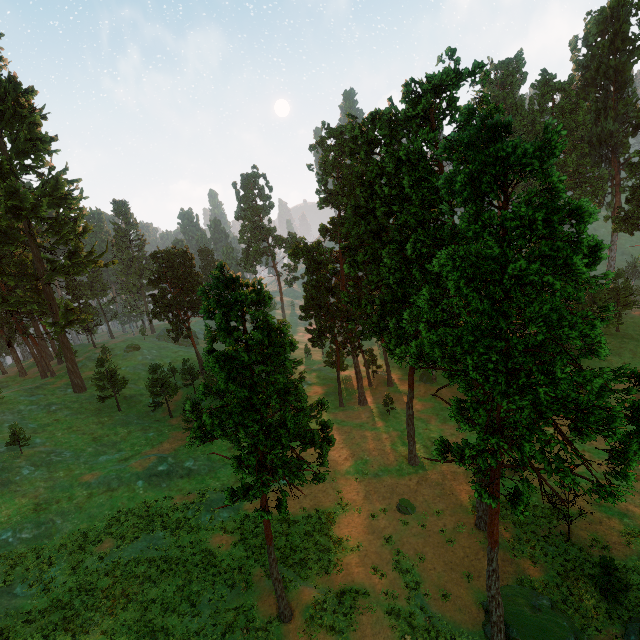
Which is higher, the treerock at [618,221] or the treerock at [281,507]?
the treerock at [618,221]

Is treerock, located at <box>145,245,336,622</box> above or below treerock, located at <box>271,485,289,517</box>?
above

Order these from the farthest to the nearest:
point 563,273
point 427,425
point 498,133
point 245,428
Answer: point 427,425 < point 563,273 < point 245,428 < point 498,133

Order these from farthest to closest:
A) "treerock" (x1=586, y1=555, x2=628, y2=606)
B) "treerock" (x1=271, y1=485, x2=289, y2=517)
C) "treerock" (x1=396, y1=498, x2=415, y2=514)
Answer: "treerock" (x1=396, y1=498, x2=415, y2=514) → "treerock" (x1=586, y1=555, x2=628, y2=606) → "treerock" (x1=271, y1=485, x2=289, y2=517)

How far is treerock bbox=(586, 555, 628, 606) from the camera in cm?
2058

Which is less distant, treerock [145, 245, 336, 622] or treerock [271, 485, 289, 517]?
treerock [145, 245, 336, 622]

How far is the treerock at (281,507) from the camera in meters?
17.2 m
